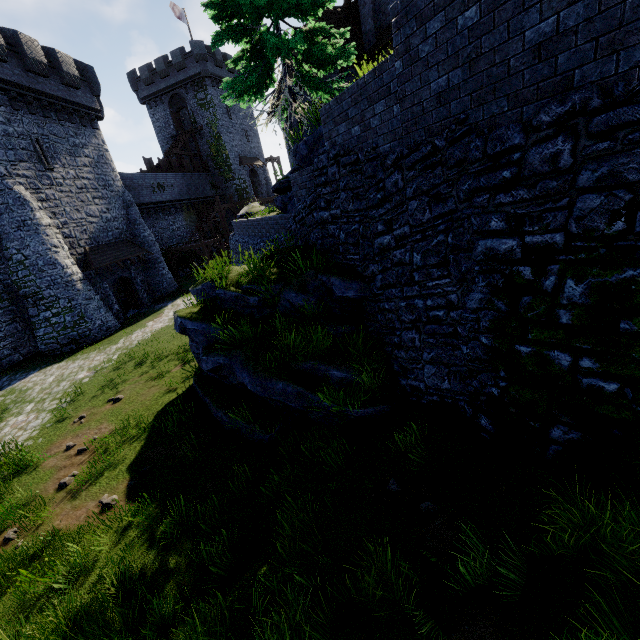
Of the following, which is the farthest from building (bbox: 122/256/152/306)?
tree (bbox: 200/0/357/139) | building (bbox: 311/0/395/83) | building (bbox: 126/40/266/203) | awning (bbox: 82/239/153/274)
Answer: building (bbox: 126/40/266/203)

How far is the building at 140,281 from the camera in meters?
24.7 m

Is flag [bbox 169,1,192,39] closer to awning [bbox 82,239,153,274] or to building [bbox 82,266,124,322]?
building [bbox 82,266,124,322]

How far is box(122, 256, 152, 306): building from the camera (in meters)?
24.71

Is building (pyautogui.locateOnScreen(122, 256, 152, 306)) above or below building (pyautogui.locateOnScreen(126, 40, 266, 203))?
below

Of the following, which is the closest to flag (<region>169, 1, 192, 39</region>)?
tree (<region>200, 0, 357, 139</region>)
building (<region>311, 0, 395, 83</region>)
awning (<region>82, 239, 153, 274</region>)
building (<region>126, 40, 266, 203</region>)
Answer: building (<region>126, 40, 266, 203</region>)

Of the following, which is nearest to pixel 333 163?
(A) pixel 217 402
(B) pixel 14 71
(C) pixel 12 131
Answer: (A) pixel 217 402

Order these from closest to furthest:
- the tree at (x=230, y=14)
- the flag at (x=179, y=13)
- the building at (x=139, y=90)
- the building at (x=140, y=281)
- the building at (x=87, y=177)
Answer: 1. the tree at (x=230, y=14)
2. the building at (x=87, y=177)
3. the building at (x=140, y=281)
4. the flag at (x=179, y=13)
5. the building at (x=139, y=90)
